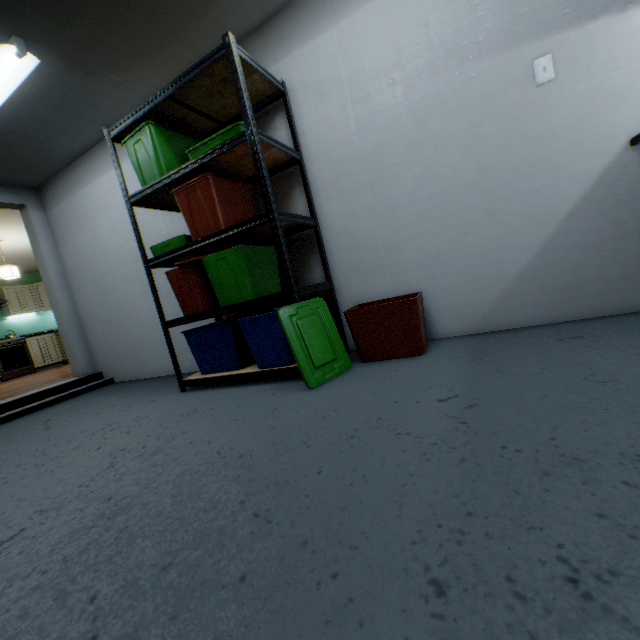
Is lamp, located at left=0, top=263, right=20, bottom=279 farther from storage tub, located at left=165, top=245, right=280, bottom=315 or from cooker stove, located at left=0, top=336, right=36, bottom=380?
storage tub, located at left=165, top=245, right=280, bottom=315

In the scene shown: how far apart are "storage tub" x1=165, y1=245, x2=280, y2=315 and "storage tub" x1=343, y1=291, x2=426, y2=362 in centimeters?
39cm

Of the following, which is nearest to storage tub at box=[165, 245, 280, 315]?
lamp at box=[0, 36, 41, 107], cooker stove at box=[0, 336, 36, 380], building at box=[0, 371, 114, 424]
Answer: lamp at box=[0, 36, 41, 107]

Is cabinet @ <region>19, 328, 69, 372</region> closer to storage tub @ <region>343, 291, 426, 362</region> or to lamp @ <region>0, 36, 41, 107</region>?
lamp @ <region>0, 36, 41, 107</region>

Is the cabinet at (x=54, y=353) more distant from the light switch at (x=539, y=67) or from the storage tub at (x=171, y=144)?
the light switch at (x=539, y=67)

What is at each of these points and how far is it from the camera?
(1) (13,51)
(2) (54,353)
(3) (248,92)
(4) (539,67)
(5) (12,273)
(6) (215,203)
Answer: (1) lamp, 2.0 meters
(2) cabinet, 8.0 meters
(3) shelf, 2.2 meters
(4) light switch, 1.7 meters
(5) lamp, 5.6 meters
(6) storage tub, 2.1 meters

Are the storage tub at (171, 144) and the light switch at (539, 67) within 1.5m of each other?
no

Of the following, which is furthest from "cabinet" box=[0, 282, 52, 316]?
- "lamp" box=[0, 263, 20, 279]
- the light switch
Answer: the light switch
